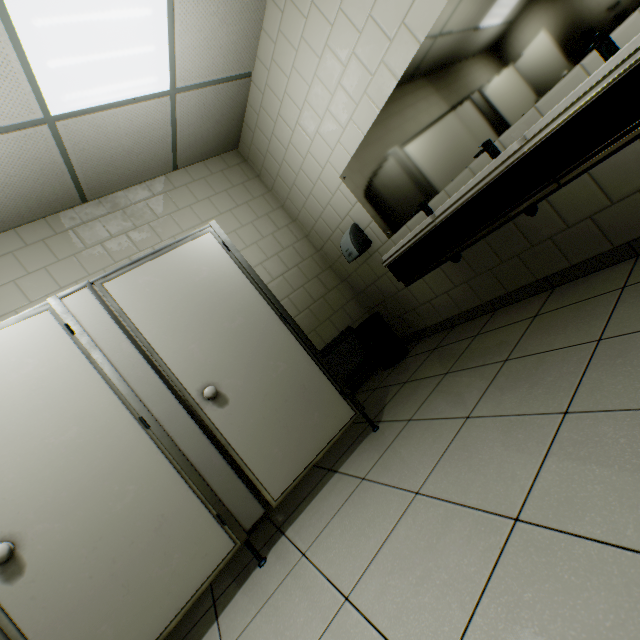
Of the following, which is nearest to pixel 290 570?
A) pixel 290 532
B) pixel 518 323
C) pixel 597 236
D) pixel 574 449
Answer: pixel 290 532

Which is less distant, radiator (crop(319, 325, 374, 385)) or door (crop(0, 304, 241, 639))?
door (crop(0, 304, 241, 639))

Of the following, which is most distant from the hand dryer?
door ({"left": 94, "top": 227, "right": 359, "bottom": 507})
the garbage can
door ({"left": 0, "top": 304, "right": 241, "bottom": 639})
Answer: door ({"left": 0, "top": 304, "right": 241, "bottom": 639})

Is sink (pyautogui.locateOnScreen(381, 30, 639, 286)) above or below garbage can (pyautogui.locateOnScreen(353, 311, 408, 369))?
above

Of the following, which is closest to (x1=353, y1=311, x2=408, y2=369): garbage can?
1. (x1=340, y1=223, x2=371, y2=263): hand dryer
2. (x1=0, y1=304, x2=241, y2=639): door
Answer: (x1=340, y1=223, x2=371, y2=263): hand dryer

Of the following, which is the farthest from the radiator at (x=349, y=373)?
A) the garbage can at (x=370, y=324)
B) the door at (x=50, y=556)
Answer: the door at (x=50, y=556)

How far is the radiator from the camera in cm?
359

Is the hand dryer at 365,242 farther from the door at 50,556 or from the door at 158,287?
the door at 50,556
